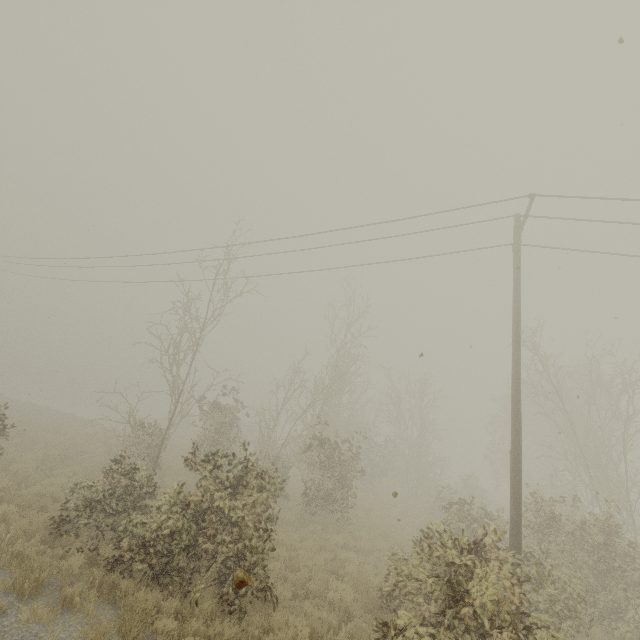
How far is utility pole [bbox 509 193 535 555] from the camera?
8.0 meters

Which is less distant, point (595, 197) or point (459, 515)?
point (595, 197)

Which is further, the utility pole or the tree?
the utility pole

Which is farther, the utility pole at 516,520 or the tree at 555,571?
the utility pole at 516,520

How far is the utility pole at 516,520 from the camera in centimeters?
798cm
